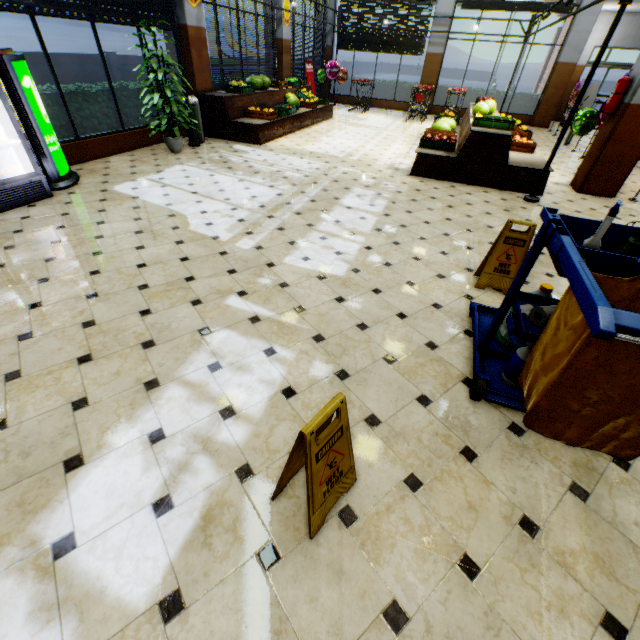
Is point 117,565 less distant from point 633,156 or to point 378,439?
point 378,439

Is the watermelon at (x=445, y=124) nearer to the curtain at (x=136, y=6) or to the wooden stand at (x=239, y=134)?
the wooden stand at (x=239, y=134)

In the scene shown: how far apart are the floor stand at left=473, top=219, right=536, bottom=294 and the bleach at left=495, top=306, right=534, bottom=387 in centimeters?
134cm

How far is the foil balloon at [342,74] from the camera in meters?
14.2 m

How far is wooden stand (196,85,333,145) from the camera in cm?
806

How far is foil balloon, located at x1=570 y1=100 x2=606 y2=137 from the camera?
6.5 meters

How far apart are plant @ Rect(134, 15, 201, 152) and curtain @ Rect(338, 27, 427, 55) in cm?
1191

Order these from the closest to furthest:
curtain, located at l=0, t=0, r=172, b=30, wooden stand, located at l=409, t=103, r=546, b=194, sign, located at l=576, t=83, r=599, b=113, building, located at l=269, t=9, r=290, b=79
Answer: curtain, located at l=0, t=0, r=172, b=30, wooden stand, located at l=409, t=103, r=546, b=194, building, located at l=269, t=9, r=290, b=79, sign, located at l=576, t=83, r=599, b=113
